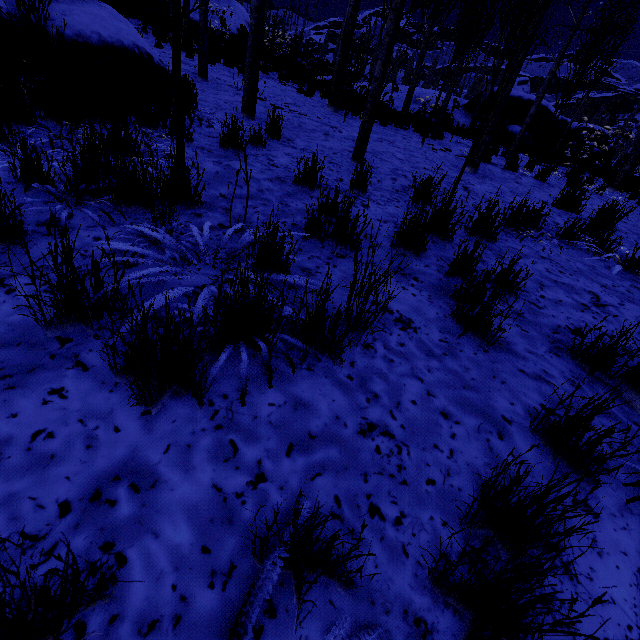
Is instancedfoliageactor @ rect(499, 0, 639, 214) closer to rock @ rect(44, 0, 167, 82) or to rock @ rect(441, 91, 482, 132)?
rock @ rect(441, 91, 482, 132)

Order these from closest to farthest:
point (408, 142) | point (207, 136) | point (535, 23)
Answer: point (207, 136) < point (535, 23) < point (408, 142)

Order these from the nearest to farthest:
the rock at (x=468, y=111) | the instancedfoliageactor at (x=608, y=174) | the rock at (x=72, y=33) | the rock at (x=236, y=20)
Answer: the rock at (x=72, y=33), the instancedfoliageactor at (x=608, y=174), the rock at (x=468, y=111), the rock at (x=236, y=20)

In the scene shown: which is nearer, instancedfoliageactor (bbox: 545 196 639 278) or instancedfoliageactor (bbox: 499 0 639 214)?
instancedfoliageactor (bbox: 545 196 639 278)

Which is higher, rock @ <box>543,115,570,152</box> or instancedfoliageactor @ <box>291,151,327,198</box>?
rock @ <box>543,115,570,152</box>

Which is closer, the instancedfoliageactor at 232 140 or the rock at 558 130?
the instancedfoliageactor at 232 140

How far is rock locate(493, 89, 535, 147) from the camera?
13.7m
